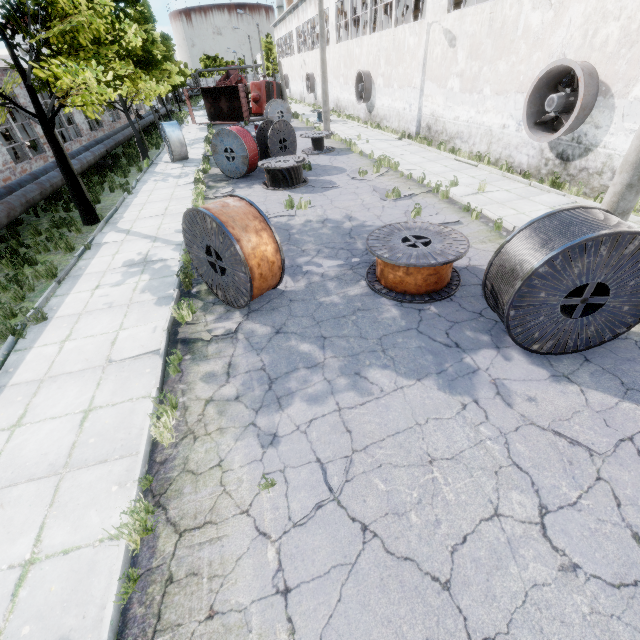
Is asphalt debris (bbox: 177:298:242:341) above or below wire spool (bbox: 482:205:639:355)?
below

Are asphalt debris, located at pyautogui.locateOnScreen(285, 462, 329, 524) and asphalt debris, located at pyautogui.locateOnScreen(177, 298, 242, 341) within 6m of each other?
yes

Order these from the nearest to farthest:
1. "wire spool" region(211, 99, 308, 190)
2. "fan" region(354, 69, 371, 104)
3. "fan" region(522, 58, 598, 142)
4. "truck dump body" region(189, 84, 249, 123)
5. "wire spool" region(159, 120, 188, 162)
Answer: "fan" region(522, 58, 598, 142)
"wire spool" region(211, 99, 308, 190)
"wire spool" region(159, 120, 188, 162)
"fan" region(354, 69, 371, 104)
"truck dump body" region(189, 84, 249, 123)

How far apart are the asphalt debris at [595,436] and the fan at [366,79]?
26.19m

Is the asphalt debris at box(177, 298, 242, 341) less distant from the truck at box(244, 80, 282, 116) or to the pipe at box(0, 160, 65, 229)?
the pipe at box(0, 160, 65, 229)

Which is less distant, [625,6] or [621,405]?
[621,405]

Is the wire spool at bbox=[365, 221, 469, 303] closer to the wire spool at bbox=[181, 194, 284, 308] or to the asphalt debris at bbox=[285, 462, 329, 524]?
the wire spool at bbox=[181, 194, 284, 308]

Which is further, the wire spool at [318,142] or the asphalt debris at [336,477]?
the wire spool at [318,142]
